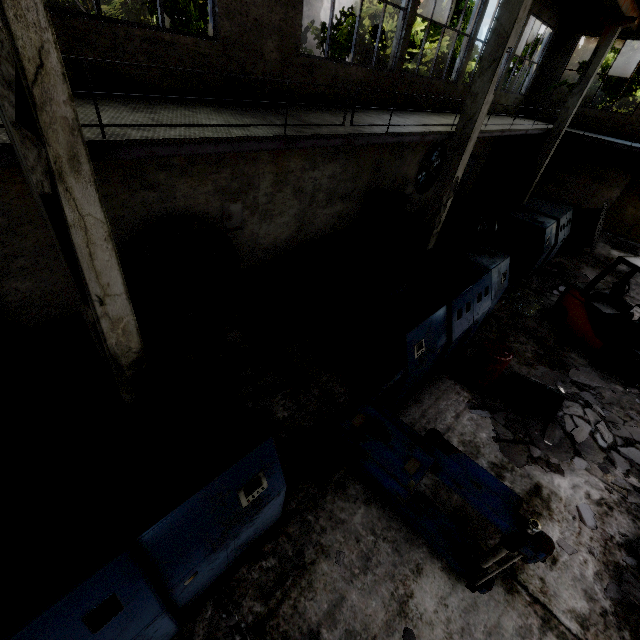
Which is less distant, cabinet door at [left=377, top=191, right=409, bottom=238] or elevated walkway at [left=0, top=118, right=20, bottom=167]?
elevated walkway at [left=0, top=118, right=20, bottom=167]

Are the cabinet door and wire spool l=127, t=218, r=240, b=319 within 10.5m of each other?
yes

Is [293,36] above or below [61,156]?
above

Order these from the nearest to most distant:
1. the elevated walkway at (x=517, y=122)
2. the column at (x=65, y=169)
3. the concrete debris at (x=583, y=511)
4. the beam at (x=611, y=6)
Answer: the column at (x=65, y=169) < the concrete debris at (x=583, y=511) < the elevated walkway at (x=517, y=122) < the beam at (x=611, y=6)

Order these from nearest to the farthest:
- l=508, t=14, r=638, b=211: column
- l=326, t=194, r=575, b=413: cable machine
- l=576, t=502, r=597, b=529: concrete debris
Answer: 1. l=576, t=502, r=597, b=529: concrete debris
2. l=326, t=194, r=575, b=413: cable machine
3. l=508, t=14, r=638, b=211: column

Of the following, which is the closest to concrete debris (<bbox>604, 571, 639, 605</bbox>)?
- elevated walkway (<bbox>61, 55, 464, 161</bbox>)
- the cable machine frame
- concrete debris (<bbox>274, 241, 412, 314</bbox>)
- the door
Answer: the cable machine frame

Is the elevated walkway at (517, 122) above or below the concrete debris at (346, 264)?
above

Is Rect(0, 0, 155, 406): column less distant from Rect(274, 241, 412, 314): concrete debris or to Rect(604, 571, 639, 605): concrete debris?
Rect(274, 241, 412, 314): concrete debris
